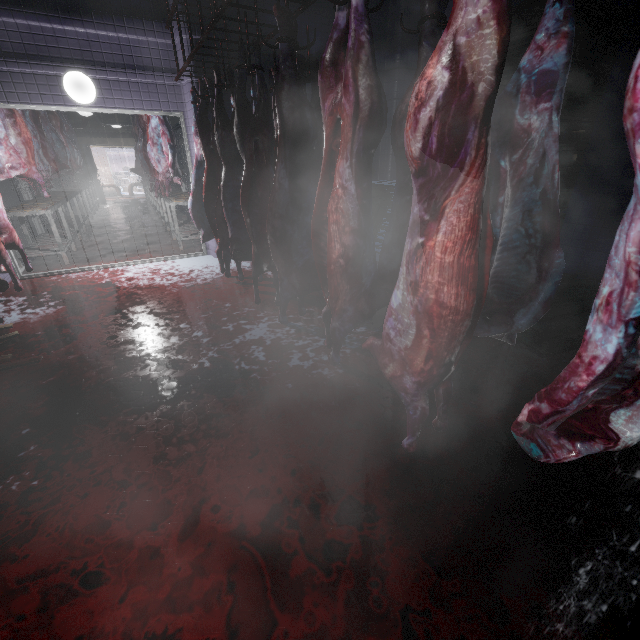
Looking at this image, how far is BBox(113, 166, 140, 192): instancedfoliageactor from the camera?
18.88m

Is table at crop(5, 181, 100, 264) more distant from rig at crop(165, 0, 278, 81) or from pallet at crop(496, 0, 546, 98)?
pallet at crop(496, 0, 546, 98)

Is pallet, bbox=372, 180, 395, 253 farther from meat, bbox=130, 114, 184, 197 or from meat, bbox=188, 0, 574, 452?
meat, bbox=130, 114, 184, 197

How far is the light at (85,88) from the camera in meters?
3.7

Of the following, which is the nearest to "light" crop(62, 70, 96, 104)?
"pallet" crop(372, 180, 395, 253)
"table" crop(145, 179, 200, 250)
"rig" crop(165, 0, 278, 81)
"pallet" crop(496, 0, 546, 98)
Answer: "rig" crop(165, 0, 278, 81)

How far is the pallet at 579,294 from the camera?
2.4 meters

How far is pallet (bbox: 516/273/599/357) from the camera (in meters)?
2.43

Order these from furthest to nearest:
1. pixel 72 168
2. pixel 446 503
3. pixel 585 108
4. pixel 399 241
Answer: pixel 72 168, pixel 585 108, pixel 399 241, pixel 446 503
